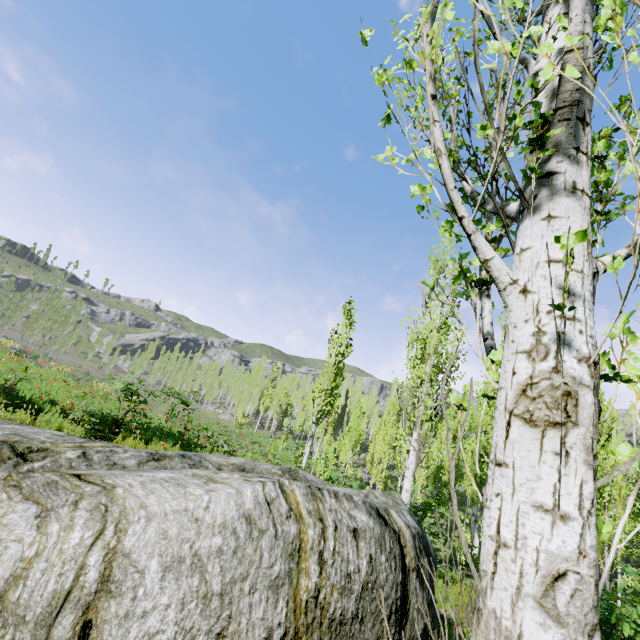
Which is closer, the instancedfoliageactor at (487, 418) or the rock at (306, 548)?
the instancedfoliageactor at (487, 418)

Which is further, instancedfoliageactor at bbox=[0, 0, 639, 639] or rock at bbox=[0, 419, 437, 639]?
rock at bbox=[0, 419, 437, 639]

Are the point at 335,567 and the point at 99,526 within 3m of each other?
yes

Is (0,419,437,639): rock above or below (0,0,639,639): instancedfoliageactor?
below

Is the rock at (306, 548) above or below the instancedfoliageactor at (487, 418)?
below
